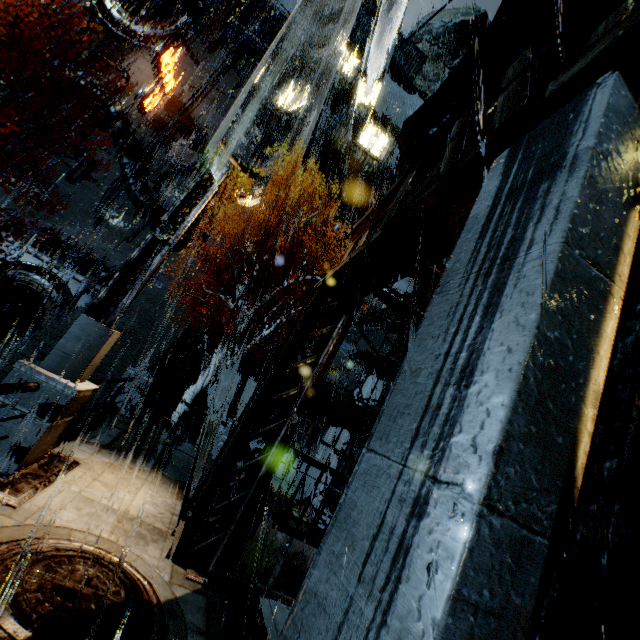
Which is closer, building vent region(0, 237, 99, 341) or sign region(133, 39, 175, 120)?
building vent region(0, 237, 99, 341)

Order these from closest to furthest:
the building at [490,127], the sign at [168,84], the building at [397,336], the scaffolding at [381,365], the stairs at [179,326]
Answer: the building at [490,127]
the scaffolding at [381,365]
the stairs at [179,326]
the building at [397,336]
the sign at [168,84]

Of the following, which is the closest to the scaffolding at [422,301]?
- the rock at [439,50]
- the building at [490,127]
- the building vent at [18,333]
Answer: the building at [490,127]

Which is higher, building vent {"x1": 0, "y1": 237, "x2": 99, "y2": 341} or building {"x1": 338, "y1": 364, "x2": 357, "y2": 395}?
building {"x1": 338, "y1": 364, "x2": 357, "y2": 395}

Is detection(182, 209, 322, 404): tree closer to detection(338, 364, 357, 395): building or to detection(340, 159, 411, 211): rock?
detection(338, 364, 357, 395): building

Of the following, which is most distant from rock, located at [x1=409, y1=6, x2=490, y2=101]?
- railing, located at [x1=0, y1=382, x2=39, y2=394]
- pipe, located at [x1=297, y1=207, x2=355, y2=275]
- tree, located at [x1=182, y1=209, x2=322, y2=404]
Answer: railing, located at [x1=0, y1=382, x2=39, y2=394]

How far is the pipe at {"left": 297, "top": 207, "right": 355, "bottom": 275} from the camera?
27.9 meters

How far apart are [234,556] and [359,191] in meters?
31.2 m
